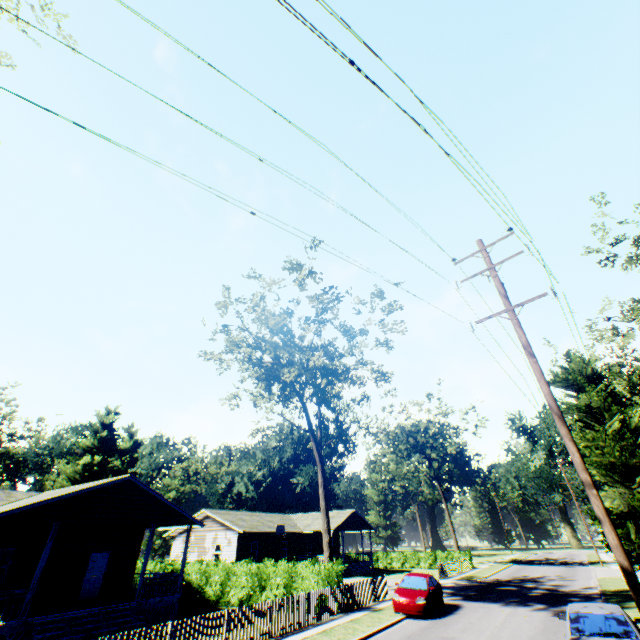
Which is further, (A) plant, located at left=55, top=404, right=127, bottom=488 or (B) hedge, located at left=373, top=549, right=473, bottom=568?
(A) plant, located at left=55, top=404, right=127, bottom=488

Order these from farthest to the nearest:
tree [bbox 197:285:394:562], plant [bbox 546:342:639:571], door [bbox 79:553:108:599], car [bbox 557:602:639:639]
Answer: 1. tree [bbox 197:285:394:562]
2. plant [bbox 546:342:639:571]
3. door [bbox 79:553:108:599]
4. car [bbox 557:602:639:639]

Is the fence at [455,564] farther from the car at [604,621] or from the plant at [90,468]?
the car at [604,621]

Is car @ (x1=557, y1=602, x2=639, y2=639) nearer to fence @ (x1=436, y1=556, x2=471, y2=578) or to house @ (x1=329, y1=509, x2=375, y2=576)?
fence @ (x1=436, y1=556, x2=471, y2=578)

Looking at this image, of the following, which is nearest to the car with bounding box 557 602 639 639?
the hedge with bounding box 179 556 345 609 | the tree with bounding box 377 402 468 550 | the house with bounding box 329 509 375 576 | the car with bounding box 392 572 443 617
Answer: the car with bounding box 392 572 443 617

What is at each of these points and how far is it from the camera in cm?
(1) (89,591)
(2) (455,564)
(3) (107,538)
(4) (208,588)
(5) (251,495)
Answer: (1) door, 1895
(2) fence, 3581
(3) house, 2048
(4) hedge, 2245
(5) plant, 5628

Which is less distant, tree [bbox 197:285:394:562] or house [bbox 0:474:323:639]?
house [bbox 0:474:323:639]

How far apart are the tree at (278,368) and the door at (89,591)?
13.6 meters
